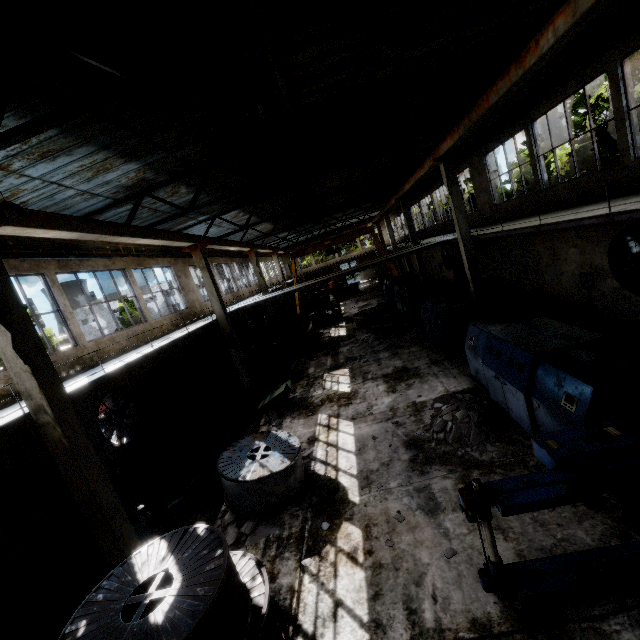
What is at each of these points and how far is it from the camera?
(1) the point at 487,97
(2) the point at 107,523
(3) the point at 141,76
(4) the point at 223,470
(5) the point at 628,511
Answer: (1) beam, 9.5m
(2) column, 6.9m
(3) roof support, 4.6m
(4) wire spool, 7.5m
(5) cable machine frame, 4.7m

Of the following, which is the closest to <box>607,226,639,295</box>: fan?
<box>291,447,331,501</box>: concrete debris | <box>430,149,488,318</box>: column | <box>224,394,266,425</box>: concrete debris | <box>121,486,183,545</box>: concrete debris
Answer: <box>430,149,488,318</box>: column

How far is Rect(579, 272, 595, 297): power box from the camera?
11.7m

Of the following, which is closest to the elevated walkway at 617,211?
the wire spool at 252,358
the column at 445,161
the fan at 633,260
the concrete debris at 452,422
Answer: the column at 445,161

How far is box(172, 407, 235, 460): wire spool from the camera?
11.0m

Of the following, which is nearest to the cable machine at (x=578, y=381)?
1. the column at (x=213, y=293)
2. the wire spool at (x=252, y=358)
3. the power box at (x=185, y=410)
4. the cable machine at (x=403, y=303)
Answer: the cable machine at (x=403, y=303)

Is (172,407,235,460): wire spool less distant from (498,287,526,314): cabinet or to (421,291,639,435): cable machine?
(421,291,639,435): cable machine

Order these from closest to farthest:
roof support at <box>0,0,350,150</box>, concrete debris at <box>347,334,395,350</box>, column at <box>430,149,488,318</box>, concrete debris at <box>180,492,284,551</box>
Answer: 1. roof support at <box>0,0,350,150</box>
2. concrete debris at <box>180,492,284,551</box>
3. column at <box>430,149,488,318</box>
4. concrete debris at <box>347,334,395,350</box>
